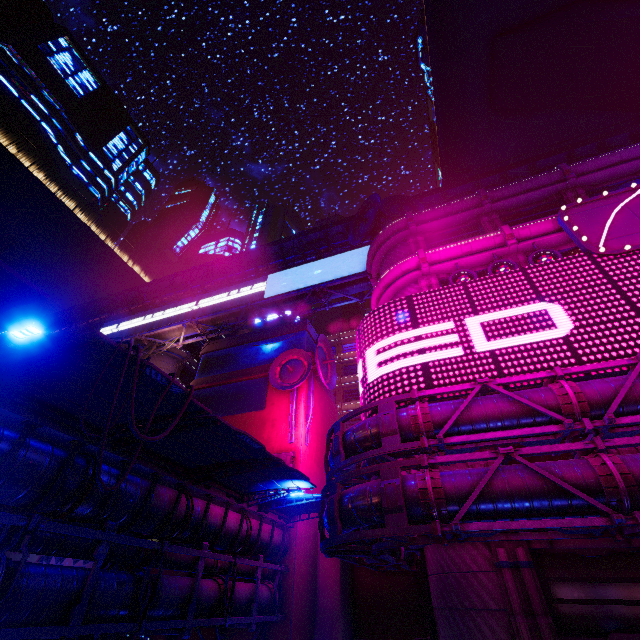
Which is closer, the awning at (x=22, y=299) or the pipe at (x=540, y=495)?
the awning at (x=22, y=299)

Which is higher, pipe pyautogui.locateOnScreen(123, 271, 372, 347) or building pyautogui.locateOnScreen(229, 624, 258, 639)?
pipe pyautogui.locateOnScreen(123, 271, 372, 347)

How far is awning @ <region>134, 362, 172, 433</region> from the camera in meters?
7.9 m

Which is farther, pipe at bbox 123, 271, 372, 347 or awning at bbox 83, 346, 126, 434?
pipe at bbox 123, 271, 372, 347

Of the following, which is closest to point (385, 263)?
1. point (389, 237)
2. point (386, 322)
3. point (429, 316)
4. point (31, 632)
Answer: point (389, 237)

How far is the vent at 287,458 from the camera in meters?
23.6 m

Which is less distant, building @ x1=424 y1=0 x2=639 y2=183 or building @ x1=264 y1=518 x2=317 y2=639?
building @ x1=264 y1=518 x2=317 y2=639

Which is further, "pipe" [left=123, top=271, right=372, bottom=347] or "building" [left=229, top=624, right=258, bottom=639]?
"pipe" [left=123, top=271, right=372, bottom=347]
